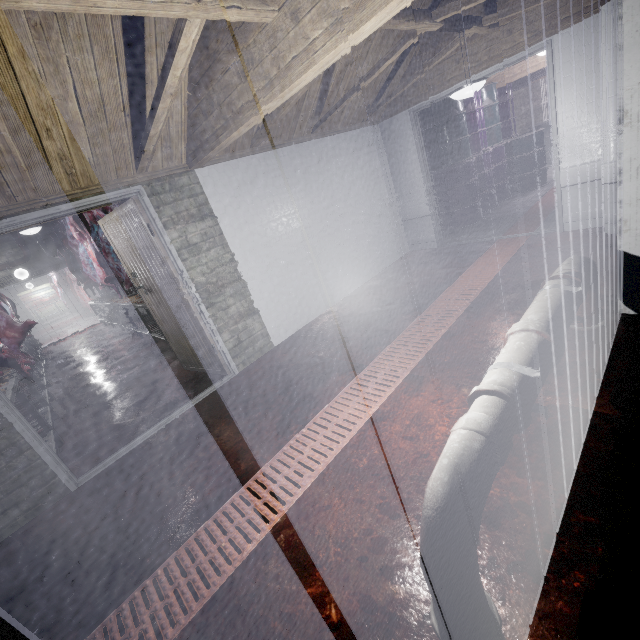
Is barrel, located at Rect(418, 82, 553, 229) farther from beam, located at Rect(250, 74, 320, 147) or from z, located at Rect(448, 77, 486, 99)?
z, located at Rect(448, 77, 486, 99)

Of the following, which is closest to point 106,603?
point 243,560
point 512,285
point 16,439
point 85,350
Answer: point 243,560

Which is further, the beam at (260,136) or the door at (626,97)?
the beam at (260,136)

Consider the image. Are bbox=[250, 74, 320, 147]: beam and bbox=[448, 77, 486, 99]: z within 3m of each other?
yes

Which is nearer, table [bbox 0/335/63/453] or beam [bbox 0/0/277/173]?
beam [bbox 0/0/277/173]

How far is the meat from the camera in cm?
486

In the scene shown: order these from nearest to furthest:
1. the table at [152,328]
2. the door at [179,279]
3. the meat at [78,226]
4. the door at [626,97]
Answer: the door at [626,97] → the door at [179,279] → the meat at [78,226] → the table at [152,328]

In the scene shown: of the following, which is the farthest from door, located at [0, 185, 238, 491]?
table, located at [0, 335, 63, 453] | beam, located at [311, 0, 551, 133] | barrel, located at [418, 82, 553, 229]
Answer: barrel, located at [418, 82, 553, 229]
